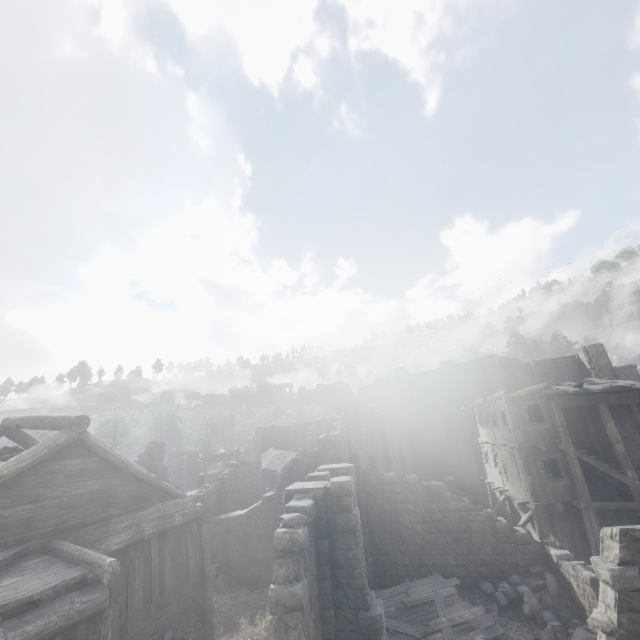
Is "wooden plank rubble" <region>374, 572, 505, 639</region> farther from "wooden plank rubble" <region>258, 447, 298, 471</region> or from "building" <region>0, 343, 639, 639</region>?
"wooden plank rubble" <region>258, 447, 298, 471</region>

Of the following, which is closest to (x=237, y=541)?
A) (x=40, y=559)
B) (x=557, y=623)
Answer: (x=40, y=559)

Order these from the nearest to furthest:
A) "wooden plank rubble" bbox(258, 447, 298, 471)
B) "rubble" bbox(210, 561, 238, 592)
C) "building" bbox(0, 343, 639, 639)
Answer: A:
1. "building" bbox(0, 343, 639, 639)
2. "rubble" bbox(210, 561, 238, 592)
3. "wooden plank rubble" bbox(258, 447, 298, 471)

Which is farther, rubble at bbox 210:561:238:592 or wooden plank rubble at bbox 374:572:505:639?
rubble at bbox 210:561:238:592

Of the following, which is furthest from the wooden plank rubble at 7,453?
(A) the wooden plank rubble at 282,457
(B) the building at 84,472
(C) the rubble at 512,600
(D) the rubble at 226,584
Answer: (A) the wooden plank rubble at 282,457

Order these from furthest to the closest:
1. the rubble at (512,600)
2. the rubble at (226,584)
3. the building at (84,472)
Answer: the rubble at (226,584) < the rubble at (512,600) < the building at (84,472)

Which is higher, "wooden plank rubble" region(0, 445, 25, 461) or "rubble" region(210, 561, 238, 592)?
"wooden plank rubble" region(0, 445, 25, 461)

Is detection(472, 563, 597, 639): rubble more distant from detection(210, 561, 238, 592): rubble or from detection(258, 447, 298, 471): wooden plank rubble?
detection(258, 447, 298, 471): wooden plank rubble
